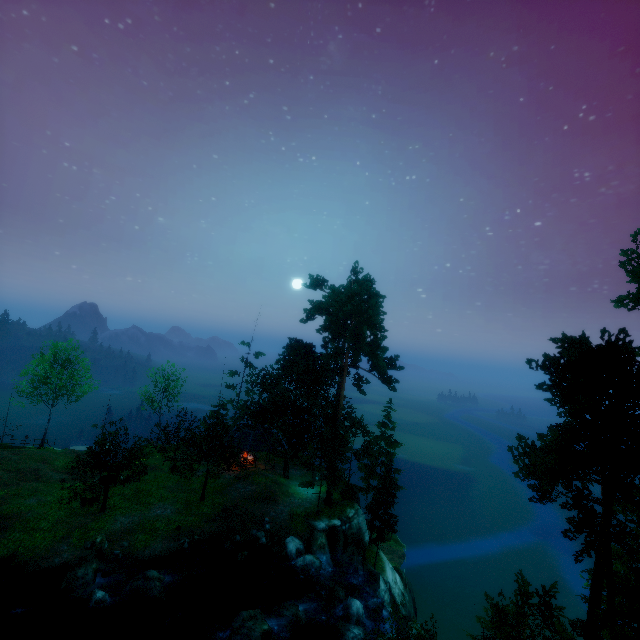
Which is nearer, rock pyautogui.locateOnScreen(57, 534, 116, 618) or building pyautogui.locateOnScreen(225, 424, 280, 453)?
rock pyautogui.locateOnScreen(57, 534, 116, 618)

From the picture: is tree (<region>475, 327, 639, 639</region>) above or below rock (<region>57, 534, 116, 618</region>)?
above

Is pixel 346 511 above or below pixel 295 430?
below

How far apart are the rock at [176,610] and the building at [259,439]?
14.1m

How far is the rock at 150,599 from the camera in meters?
19.5

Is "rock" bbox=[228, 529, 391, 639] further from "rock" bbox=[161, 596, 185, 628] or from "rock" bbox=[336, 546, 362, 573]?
"rock" bbox=[336, 546, 362, 573]

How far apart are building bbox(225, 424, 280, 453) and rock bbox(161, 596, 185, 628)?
14.09m

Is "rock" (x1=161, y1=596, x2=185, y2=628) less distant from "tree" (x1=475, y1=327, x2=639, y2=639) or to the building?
"tree" (x1=475, y1=327, x2=639, y2=639)
